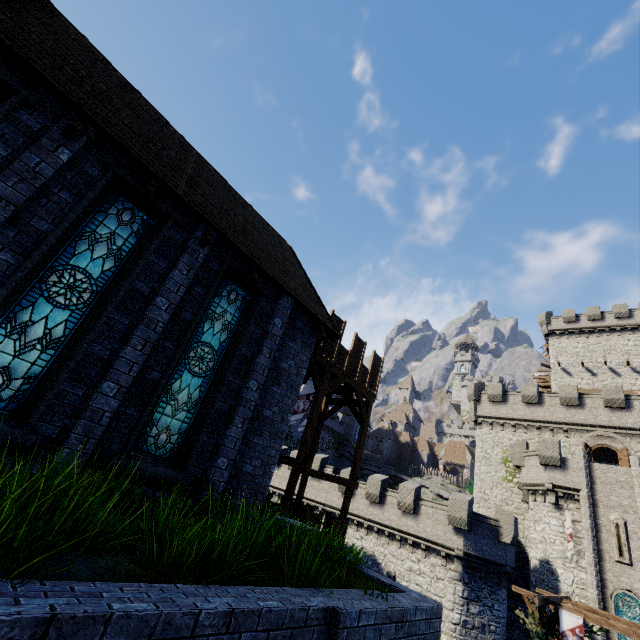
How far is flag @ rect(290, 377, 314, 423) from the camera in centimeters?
1619cm

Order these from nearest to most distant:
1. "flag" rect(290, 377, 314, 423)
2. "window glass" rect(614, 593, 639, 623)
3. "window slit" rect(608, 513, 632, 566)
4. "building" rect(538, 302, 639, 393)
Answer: "flag" rect(290, 377, 314, 423)
"window glass" rect(614, 593, 639, 623)
"window slit" rect(608, 513, 632, 566)
"building" rect(538, 302, 639, 393)

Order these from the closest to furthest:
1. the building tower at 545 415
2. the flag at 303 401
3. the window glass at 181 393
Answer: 1. the window glass at 181 393
2. the flag at 303 401
3. the building tower at 545 415

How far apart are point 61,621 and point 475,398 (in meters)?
36.81

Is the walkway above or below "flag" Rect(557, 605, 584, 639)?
above

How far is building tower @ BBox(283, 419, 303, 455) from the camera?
53.4m

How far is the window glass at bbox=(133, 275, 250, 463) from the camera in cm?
693

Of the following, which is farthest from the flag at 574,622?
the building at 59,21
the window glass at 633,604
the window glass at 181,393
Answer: the window glass at 181,393
